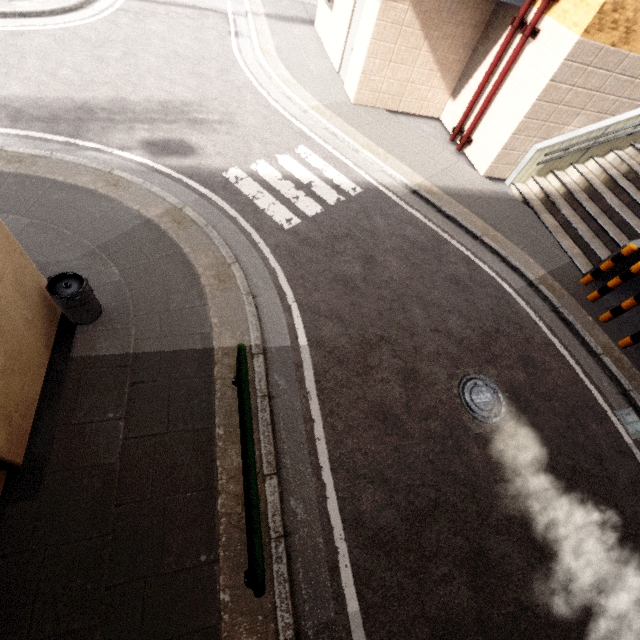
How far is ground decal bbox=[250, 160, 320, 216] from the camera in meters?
6.4 m

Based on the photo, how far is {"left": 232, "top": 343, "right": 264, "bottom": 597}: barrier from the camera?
2.29m

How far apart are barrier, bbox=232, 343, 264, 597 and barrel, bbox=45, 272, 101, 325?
1.87m

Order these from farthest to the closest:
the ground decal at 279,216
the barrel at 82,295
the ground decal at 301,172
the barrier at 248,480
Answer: the ground decal at 301,172 < the ground decal at 279,216 < the barrel at 82,295 < the barrier at 248,480

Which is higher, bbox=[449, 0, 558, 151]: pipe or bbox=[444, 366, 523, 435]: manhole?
bbox=[449, 0, 558, 151]: pipe

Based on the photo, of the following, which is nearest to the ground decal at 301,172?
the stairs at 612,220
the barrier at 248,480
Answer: the barrier at 248,480

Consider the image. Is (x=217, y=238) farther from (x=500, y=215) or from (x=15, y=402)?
(x=500, y=215)

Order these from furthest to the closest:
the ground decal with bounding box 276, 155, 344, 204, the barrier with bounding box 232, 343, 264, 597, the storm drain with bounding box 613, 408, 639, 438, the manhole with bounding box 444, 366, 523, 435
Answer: the ground decal with bounding box 276, 155, 344, 204
the storm drain with bounding box 613, 408, 639, 438
the manhole with bounding box 444, 366, 523, 435
the barrier with bounding box 232, 343, 264, 597
